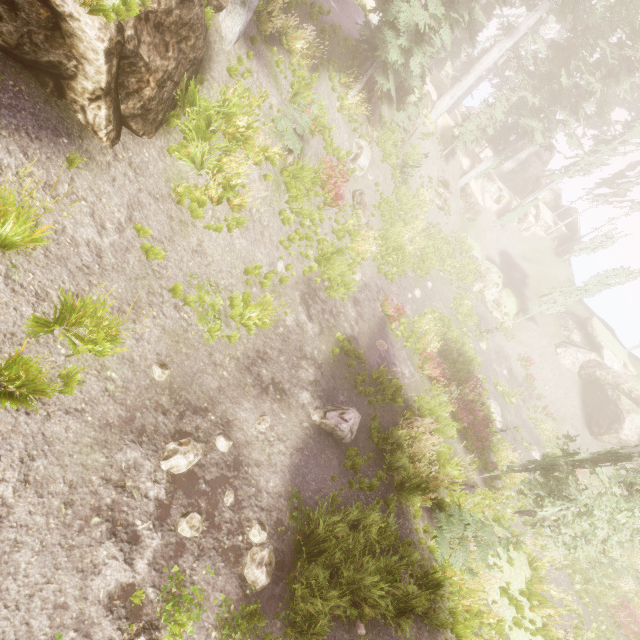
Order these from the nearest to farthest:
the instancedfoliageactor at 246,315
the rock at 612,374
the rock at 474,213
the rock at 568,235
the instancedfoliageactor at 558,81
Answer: the instancedfoliageactor at 246,315
the instancedfoliageactor at 558,81
the rock at 612,374
the rock at 474,213
the rock at 568,235

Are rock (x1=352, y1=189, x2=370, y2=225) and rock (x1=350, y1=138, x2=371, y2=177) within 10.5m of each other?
yes

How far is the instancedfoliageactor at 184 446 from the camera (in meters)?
5.84

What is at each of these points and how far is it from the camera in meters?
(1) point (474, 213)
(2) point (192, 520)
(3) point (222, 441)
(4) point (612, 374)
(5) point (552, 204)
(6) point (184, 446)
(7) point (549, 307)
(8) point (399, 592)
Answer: (1) rock, 33.9
(2) instancedfoliageactor, 5.6
(3) instancedfoliageactor, 6.8
(4) rock, 28.8
(5) rock, 41.9
(6) instancedfoliageactor, 6.1
(7) instancedfoliageactor, 29.8
(8) instancedfoliageactor, 6.9

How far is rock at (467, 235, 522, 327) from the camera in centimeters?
3030cm

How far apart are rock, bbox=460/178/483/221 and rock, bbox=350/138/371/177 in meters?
18.3 m

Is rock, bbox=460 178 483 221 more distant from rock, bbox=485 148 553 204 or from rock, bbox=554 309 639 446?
rock, bbox=554 309 639 446

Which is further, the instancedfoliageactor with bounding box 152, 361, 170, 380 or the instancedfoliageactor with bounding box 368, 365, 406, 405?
the instancedfoliageactor with bounding box 368, 365, 406, 405
